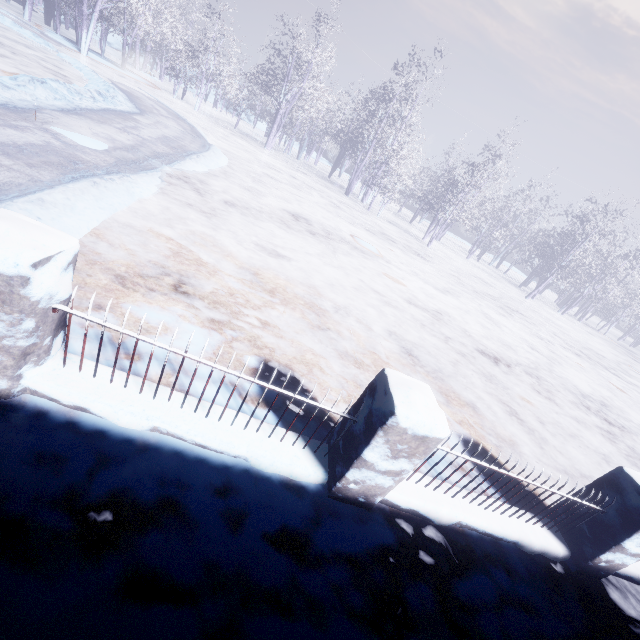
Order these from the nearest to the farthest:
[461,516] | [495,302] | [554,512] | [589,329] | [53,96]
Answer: → [461,516], [554,512], [53,96], [495,302], [589,329]
